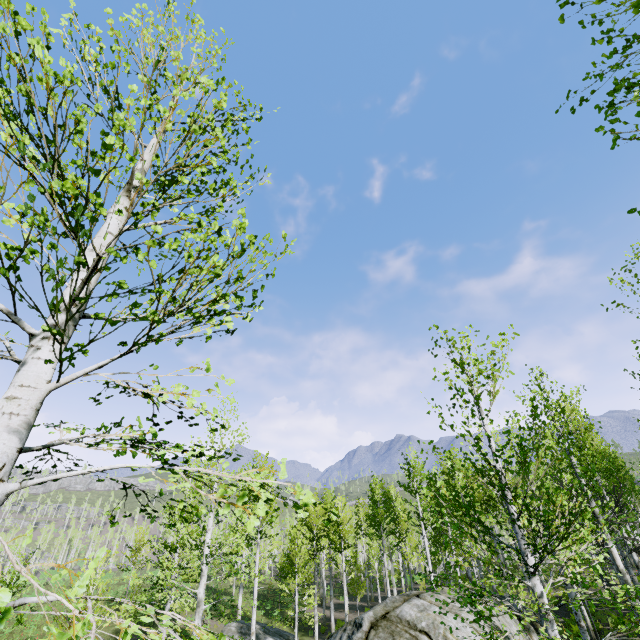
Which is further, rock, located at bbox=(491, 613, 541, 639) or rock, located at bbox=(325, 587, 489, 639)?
rock, located at bbox=(491, 613, 541, 639)

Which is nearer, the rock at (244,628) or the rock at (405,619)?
the rock at (405,619)

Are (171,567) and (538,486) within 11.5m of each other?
no

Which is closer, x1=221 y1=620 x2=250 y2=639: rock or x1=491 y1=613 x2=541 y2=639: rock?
x1=491 y1=613 x2=541 y2=639: rock

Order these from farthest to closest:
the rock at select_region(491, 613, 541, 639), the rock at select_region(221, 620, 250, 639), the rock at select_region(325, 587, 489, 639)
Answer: the rock at select_region(221, 620, 250, 639), the rock at select_region(491, 613, 541, 639), the rock at select_region(325, 587, 489, 639)

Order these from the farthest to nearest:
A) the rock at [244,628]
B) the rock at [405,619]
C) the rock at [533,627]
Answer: the rock at [244,628]
the rock at [533,627]
the rock at [405,619]
